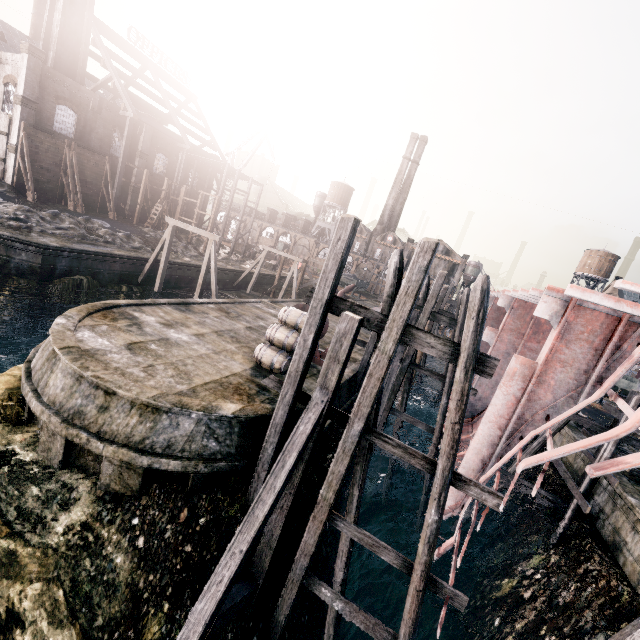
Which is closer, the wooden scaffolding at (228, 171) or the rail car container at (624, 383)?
the rail car container at (624, 383)

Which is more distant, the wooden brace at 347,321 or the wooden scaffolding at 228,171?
the wooden scaffolding at 228,171

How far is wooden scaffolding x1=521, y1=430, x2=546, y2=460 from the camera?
14.79m

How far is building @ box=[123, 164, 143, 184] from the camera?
41.4 meters

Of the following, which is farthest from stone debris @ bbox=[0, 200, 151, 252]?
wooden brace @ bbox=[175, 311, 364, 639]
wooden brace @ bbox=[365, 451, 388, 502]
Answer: wooden brace @ bbox=[365, 451, 388, 502]

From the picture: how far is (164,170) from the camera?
46.2 meters

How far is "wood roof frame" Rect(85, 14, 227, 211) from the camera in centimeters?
3825cm

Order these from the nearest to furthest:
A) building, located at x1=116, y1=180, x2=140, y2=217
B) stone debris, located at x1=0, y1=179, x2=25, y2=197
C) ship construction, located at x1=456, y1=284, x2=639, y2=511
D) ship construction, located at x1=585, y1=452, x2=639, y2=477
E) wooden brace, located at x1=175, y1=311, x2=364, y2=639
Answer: ship construction, located at x1=585, y1=452, x2=639, y2=477 → wooden brace, located at x1=175, y1=311, x2=364, y2=639 → ship construction, located at x1=456, y1=284, x2=639, y2=511 → stone debris, located at x1=0, y1=179, x2=25, y2=197 → building, located at x1=116, y1=180, x2=140, y2=217
